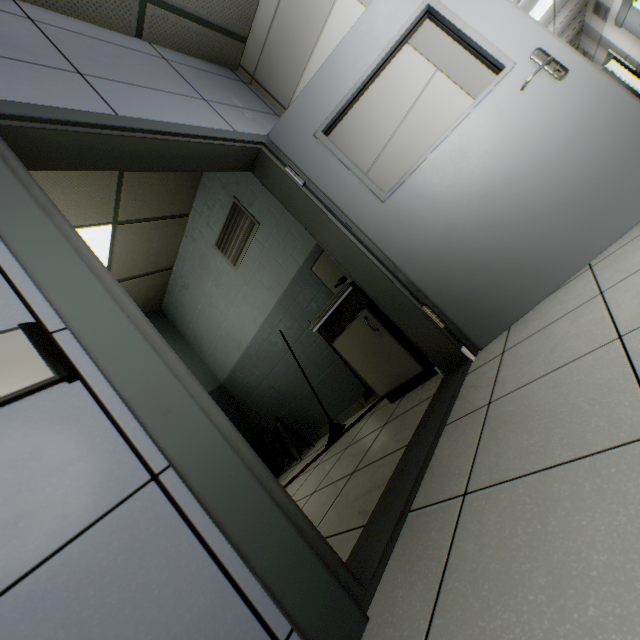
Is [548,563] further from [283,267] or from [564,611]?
[283,267]

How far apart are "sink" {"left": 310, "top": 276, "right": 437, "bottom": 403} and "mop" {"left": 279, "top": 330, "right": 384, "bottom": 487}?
0.47m

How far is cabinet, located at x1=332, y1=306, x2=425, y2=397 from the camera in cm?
238

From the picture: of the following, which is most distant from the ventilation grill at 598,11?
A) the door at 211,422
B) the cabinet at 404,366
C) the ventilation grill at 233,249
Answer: the cabinet at 404,366

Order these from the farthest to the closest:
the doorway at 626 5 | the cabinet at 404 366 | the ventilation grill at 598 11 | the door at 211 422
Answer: the ventilation grill at 598 11, the doorway at 626 5, the cabinet at 404 366, the door at 211 422

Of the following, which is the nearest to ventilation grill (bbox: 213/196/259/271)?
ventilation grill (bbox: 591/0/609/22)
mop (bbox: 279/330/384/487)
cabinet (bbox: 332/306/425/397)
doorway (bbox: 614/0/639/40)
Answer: mop (bbox: 279/330/384/487)

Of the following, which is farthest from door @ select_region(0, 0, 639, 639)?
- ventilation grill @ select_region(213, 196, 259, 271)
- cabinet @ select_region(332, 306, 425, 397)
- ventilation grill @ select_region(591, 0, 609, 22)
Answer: ventilation grill @ select_region(591, 0, 609, 22)

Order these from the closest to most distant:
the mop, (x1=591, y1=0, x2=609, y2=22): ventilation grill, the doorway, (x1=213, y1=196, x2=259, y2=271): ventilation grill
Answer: the mop → (x1=213, y1=196, x2=259, y2=271): ventilation grill → the doorway → (x1=591, y1=0, x2=609, y2=22): ventilation grill
